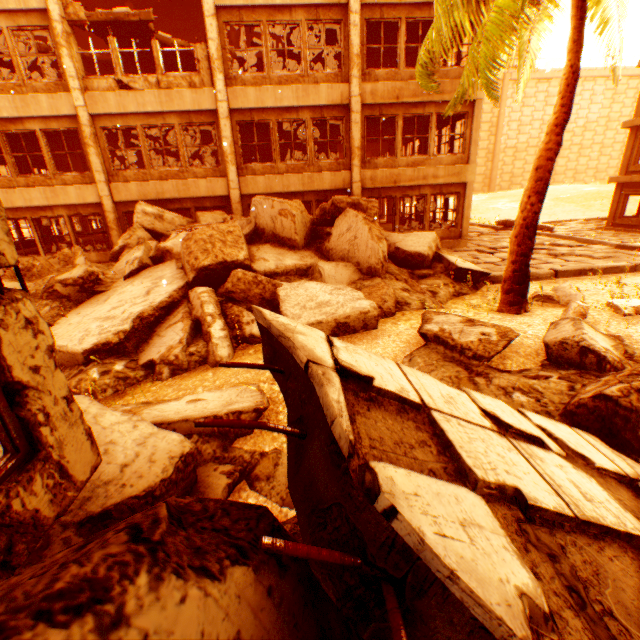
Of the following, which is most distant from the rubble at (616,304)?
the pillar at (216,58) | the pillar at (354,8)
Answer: the pillar at (216,58)

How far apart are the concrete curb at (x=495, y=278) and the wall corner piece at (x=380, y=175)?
5.54m

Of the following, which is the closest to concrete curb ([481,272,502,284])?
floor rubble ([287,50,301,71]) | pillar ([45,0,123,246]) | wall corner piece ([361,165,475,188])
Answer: wall corner piece ([361,165,475,188])

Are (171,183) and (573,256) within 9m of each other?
no

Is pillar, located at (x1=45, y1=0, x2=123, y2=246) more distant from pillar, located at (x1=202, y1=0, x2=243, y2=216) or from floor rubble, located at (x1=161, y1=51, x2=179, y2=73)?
pillar, located at (x1=202, y1=0, x2=243, y2=216)

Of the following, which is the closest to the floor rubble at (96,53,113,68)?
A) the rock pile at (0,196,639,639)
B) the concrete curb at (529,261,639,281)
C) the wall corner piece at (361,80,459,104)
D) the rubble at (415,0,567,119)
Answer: the wall corner piece at (361,80,459,104)

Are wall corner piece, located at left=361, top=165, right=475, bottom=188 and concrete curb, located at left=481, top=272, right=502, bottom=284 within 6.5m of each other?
yes

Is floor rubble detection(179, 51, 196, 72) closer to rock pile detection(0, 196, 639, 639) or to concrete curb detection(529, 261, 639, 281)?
rock pile detection(0, 196, 639, 639)
